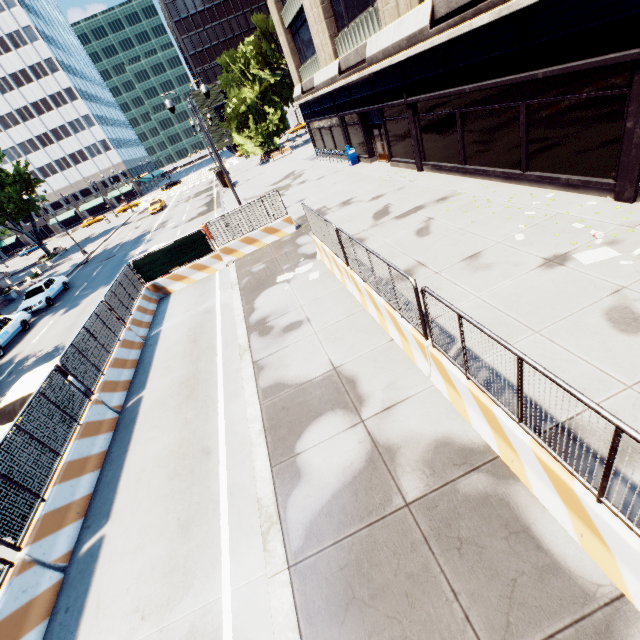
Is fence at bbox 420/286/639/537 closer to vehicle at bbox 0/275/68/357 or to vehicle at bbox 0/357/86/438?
vehicle at bbox 0/357/86/438

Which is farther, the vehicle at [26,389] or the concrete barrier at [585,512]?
the vehicle at [26,389]

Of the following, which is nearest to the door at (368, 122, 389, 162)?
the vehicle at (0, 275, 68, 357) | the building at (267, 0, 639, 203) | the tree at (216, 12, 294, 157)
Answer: the building at (267, 0, 639, 203)

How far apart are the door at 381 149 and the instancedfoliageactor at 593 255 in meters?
15.0 m

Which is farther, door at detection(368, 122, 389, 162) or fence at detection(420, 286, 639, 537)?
door at detection(368, 122, 389, 162)

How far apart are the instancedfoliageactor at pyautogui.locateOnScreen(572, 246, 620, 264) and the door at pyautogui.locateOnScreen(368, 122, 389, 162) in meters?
15.0

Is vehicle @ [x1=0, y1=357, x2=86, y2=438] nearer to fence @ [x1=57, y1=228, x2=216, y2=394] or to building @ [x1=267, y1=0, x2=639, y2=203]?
fence @ [x1=57, y1=228, x2=216, y2=394]

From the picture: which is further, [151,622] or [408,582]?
[151,622]
